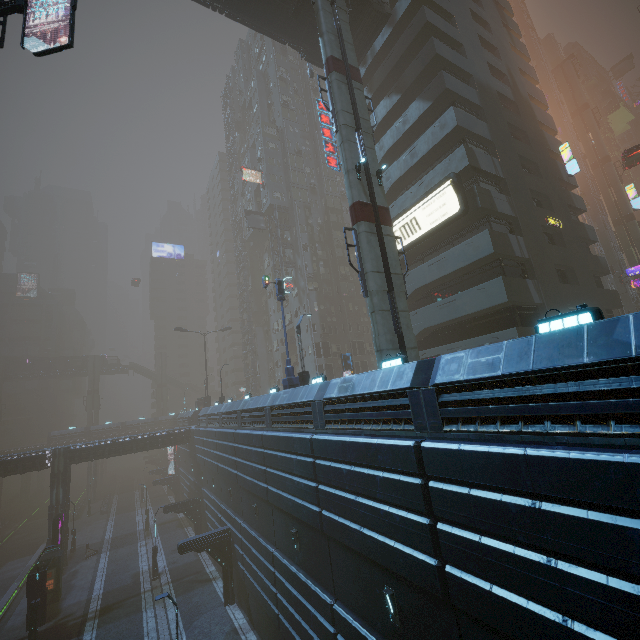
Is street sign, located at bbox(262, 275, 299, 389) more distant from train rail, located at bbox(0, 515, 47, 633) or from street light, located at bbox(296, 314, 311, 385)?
train rail, located at bbox(0, 515, 47, 633)

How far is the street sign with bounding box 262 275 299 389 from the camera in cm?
1852

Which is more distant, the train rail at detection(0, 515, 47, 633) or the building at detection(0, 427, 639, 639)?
the train rail at detection(0, 515, 47, 633)

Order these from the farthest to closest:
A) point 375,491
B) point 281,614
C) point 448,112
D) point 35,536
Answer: point 35,536 < point 448,112 < point 281,614 < point 375,491

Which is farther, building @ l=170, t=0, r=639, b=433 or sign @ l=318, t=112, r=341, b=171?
sign @ l=318, t=112, r=341, b=171

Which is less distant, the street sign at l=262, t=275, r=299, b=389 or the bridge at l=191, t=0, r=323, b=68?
the street sign at l=262, t=275, r=299, b=389

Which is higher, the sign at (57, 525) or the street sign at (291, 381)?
the street sign at (291, 381)

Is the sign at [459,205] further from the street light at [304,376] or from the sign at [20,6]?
the street light at [304,376]
